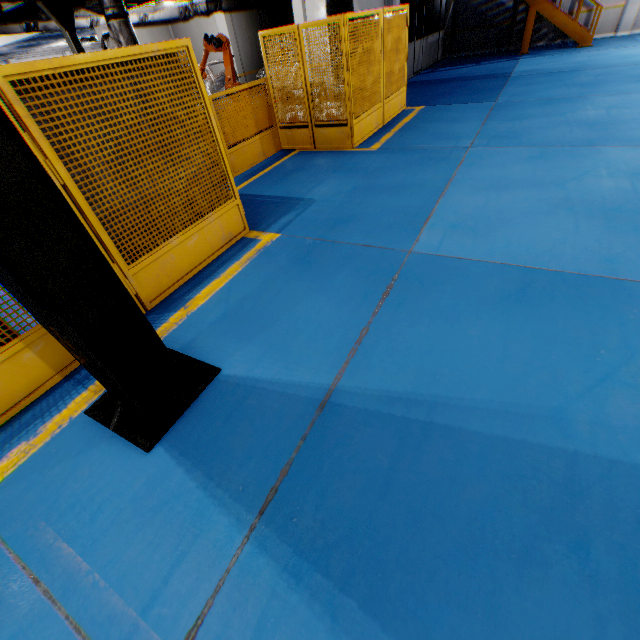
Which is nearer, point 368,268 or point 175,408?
point 175,408

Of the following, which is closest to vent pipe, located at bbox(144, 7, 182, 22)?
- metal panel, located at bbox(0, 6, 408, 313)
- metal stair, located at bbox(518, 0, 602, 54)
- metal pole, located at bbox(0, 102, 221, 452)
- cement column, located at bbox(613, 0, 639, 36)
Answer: metal panel, located at bbox(0, 6, 408, 313)

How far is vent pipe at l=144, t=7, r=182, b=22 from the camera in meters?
11.8

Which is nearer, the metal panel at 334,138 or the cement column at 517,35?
the metal panel at 334,138

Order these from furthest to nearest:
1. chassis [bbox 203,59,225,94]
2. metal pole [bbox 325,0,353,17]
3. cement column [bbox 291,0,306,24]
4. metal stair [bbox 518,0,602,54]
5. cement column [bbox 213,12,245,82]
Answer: cement column [bbox 213,12,245,82], metal stair [bbox 518,0,602,54], cement column [bbox 291,0,306,24], chassis [bbox 203,59,225,94], metal pole [bbox 325,0,353,17]

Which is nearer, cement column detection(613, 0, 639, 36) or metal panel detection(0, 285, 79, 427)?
metal panel detection(0, 285, 79, 427)

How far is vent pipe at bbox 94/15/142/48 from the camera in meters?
7.1 m

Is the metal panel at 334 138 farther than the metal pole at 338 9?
No
